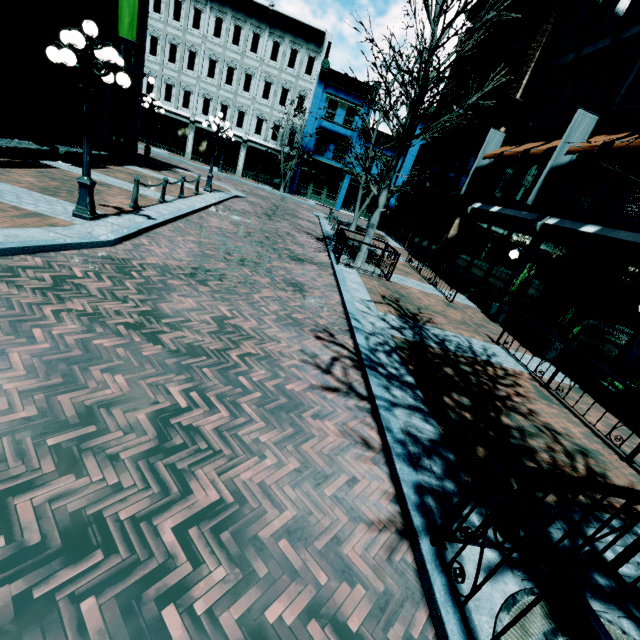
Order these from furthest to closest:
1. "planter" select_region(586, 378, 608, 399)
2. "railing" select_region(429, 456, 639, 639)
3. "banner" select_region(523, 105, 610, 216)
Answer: "banner" select_region(523, 105, 610, 216), "planter" select_region(586, 378, 608, 399), "railing" select_region(429, 456, 639, 639)

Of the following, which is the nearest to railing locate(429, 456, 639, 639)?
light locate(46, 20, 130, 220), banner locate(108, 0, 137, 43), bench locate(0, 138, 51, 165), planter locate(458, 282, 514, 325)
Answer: light locate(46, 20, 130, 220)

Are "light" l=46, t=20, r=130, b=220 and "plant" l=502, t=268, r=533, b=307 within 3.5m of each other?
no

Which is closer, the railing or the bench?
the railing

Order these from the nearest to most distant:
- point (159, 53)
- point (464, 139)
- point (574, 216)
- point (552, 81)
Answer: point (574, 216), point (552, 81), point (464, 139), point (159, 53)

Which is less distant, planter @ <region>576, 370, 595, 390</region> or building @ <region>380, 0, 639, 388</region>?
planter @ <region>576, 370, 595, 390</region>

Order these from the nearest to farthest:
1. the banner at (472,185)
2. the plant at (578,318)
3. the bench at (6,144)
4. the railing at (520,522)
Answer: the railing at (520,522) < the plant at (578,318) < the bench at (6,144) < the banner at (472,185)

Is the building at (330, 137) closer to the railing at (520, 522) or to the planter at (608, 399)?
the planter at (608, 399)
